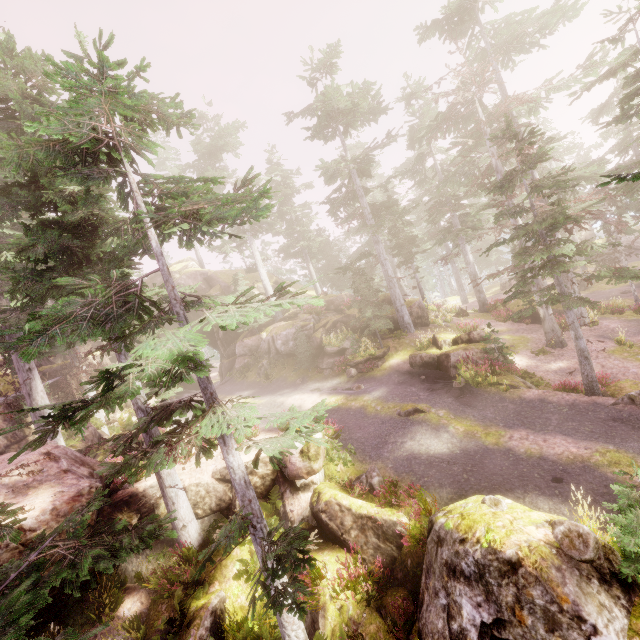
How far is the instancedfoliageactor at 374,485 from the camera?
9.7m

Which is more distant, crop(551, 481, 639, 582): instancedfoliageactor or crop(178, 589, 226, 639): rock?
crop(178, 589, 226, 639): rock

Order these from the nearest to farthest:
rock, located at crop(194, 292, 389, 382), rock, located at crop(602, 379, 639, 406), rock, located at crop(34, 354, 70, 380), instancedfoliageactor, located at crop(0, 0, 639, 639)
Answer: instancedfoliageactor, located at crop(0, 0, 639, 639)
rock, located at crop(602, 379, 639, 406)
rock, located at crop(194, 292, 389, 382)
rock, located at crop(34, 354, 70, 380)

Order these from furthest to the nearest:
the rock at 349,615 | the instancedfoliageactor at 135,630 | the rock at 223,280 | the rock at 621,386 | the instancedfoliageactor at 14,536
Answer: the rock at 223,280
the rock at 621,386
the instancedfoliageactor at 135,630
the rock at 349,615
the instancedfoliageactor at 14,536

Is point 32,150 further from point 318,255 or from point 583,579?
point 318,255

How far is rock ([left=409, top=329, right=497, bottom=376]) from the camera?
17.69m
